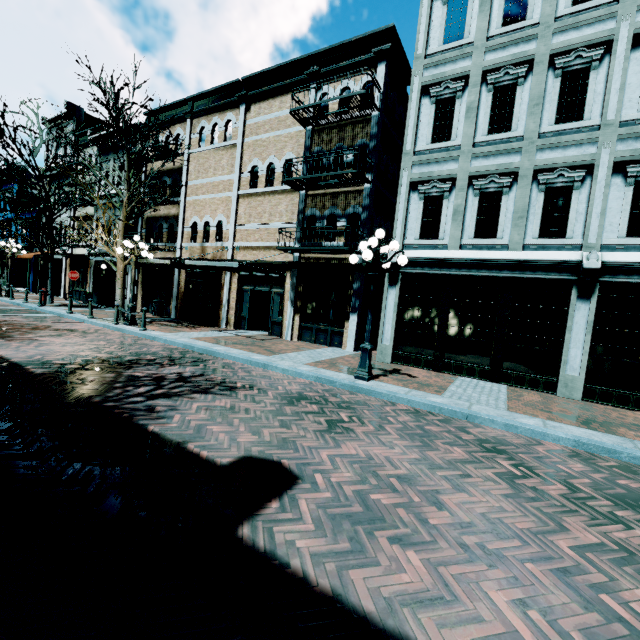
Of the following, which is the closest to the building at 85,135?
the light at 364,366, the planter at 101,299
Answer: the planter at 101,299

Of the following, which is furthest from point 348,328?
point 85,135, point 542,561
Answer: point 85,135

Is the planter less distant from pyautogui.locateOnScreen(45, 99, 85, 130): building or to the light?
pyautogui.locateOnScreen(45, 99, 85, 130): building

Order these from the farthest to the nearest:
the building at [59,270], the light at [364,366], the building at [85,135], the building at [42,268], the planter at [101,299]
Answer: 1. the building at [42,268]
2. the building at [59,270]
3. the building at [85,135]
4. the planter at [101,299]
5. the light at [364,366]

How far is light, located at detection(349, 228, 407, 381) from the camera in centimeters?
741cm

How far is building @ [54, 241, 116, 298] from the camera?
21.6 meters
